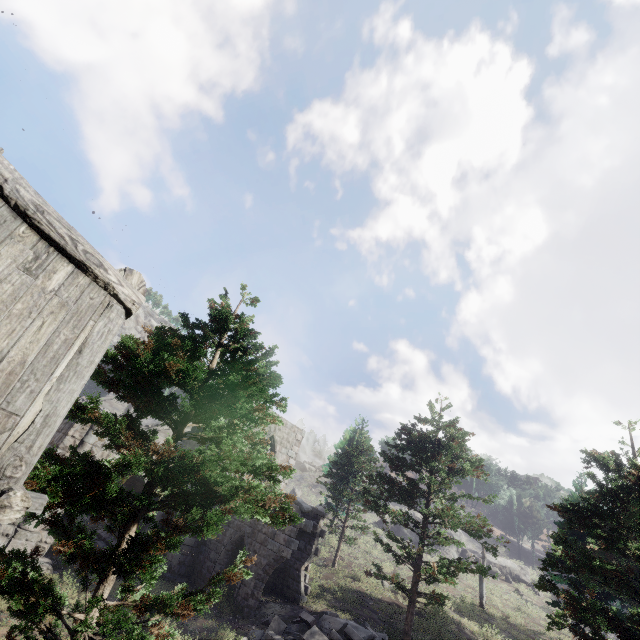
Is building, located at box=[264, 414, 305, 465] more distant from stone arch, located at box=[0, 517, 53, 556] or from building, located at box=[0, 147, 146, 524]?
building, located at box=[0, 147, 146, 524]

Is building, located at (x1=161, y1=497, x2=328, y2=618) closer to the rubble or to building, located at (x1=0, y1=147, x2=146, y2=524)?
the rubble

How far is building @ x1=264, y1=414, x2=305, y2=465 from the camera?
21.89m

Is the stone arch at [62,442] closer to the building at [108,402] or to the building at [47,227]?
the building at [47,227]

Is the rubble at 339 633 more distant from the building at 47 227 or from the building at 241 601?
the building at 47 227

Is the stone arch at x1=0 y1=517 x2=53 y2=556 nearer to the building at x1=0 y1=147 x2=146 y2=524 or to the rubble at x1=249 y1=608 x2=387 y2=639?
the building at x1=0 y1=147 x2=146 y2=524

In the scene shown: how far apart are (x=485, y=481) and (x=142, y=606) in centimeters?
1486cm

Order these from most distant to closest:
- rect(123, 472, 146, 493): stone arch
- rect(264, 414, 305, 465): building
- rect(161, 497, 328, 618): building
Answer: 1. rect(264, 414, 305, 465): building
2. rect(123, 472, 146, 493): stone arch
3. rect(161, 497, 328, 618): building
